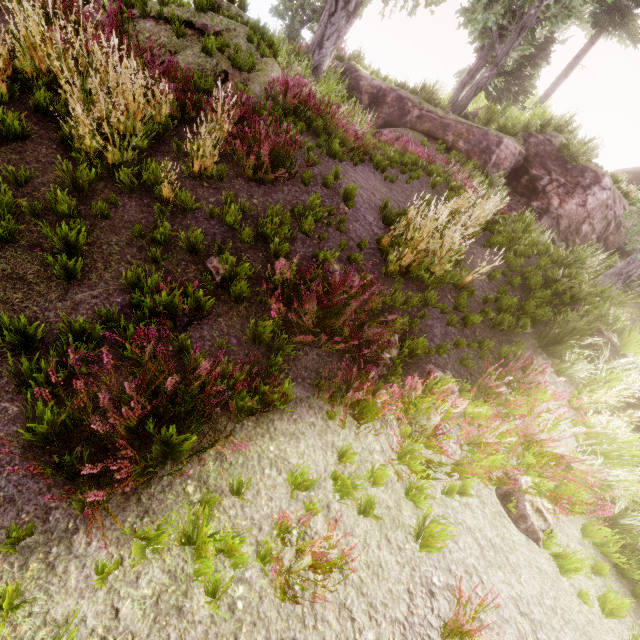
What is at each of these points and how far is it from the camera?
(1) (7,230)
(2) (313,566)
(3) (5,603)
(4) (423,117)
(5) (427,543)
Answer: (1) instancedfoliageactor, 3.3 meters
(2) instancedfoliageactor, 2.6 meters
(3) instancedfoliageactor, 1.8 meters
(4) rock, 14.1 meters
(5) instancedfoliageactor, 3.1 meters

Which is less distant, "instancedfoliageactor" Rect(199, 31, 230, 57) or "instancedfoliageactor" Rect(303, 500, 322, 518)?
"instancedfoliageactor" Rect(303, 500, 322, 518)

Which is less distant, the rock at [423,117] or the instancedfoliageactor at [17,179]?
the instancedfoliageactor at [17,179]

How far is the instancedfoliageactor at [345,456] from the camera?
3.3 meters

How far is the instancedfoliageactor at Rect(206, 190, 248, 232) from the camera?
4.4m

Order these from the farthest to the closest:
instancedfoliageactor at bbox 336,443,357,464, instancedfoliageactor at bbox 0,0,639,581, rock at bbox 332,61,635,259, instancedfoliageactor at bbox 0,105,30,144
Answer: rock at bbox 332,61,635,259 → instancedfoliageactor at bbox 0,105,30,144 → instancedfoliageactor at bbox 336,443,357,464 → instancedfoliageactor at bbox 0,0,639,581
